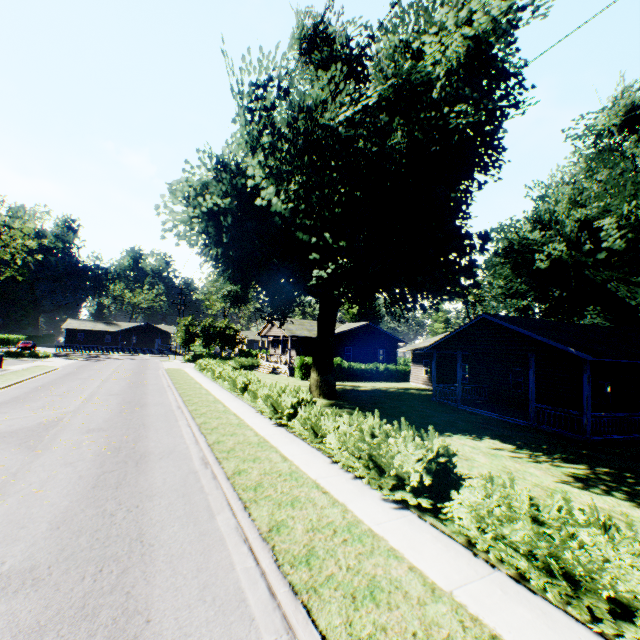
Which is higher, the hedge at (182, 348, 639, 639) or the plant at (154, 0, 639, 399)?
the plant at (154, 0, 639, 399)

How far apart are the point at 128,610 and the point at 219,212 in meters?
16.2

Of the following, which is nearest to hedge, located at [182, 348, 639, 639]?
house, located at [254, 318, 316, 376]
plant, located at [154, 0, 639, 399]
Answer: plant, located at [154, 0, 639, 399]

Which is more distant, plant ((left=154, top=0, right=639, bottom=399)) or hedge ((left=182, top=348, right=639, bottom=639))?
plant ((left=154, top=0, right=639, bottom=399))

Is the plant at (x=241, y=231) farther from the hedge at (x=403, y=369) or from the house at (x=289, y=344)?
the hedge at (x=403, y=369)

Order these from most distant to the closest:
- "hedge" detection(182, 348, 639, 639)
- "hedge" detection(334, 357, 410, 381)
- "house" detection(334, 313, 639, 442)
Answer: "hedge" detection(334, 357, 410, 381)
"house" detection(334, 313, 639, 442)
"hedge" detection(182, 348, 639, 639)

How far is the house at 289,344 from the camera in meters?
34.9 m

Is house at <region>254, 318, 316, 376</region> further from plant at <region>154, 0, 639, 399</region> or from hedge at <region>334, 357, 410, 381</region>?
hedge at <region>334, 357, 410, 381</region>
